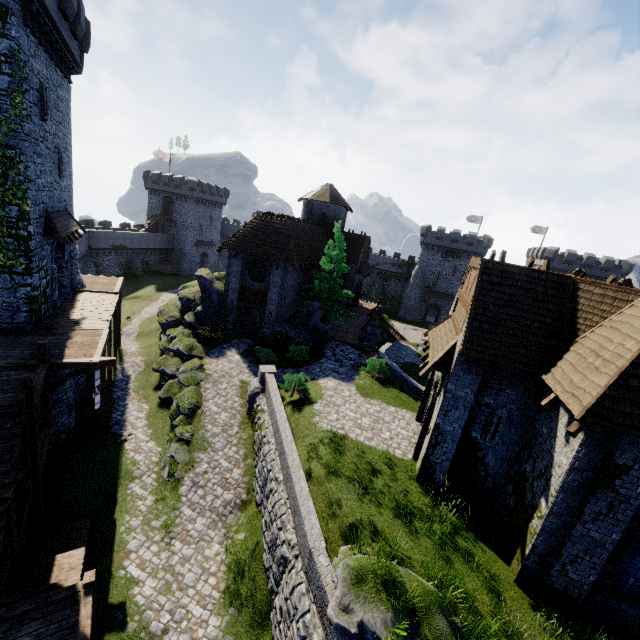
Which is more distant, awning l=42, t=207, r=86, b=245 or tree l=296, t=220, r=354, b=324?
tree l=296, t=220, r=354, b=324

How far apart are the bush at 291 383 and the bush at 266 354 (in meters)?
5.22

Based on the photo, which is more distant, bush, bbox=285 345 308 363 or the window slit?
bush, bbox=285 345 308 363

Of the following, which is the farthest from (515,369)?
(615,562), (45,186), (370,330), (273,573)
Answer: (45,186)

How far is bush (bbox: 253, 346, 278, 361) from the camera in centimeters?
2445cm

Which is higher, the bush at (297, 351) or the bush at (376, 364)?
the bush at (376, 364)

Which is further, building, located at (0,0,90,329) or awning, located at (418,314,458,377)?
building, located at (0,0,90,329)

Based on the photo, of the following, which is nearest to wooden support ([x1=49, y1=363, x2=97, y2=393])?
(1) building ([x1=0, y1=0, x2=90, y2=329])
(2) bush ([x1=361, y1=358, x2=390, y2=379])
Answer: (1) building ([x1=0, y1=0, x2=90, y2=329])
